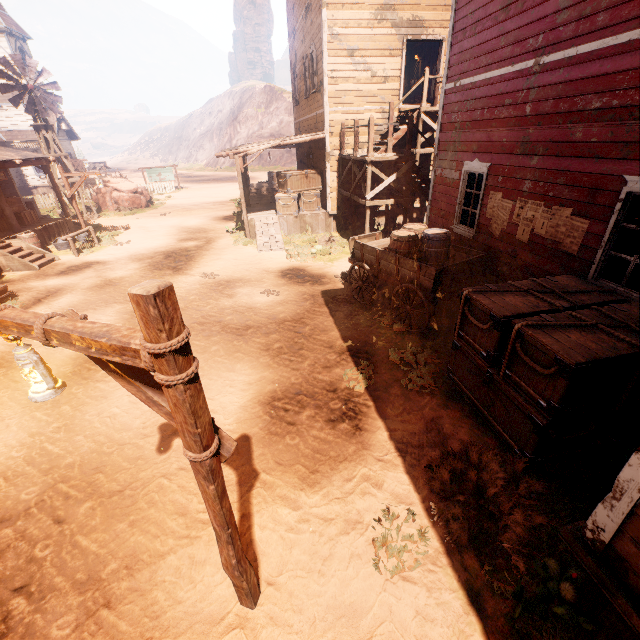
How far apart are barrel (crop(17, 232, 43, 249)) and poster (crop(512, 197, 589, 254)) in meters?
17.2 m

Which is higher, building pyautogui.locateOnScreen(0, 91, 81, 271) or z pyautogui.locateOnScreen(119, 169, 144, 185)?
building pyautogui.locateOnScreen(0, 91, 81, 271)

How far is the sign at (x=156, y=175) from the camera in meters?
30.1 m

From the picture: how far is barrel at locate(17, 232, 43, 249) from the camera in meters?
13.1

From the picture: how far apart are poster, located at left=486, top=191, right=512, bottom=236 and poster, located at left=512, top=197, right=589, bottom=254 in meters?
0.1 m

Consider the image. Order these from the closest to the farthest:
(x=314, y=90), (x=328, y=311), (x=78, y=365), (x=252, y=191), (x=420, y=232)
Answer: (x=78, y=365) < (x=420, y=232) < (x=328, y=311) < (x=314, y=90) < (x=252, y=191)

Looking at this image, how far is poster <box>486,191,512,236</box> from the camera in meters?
6.8 m

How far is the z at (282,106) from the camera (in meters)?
52.44
